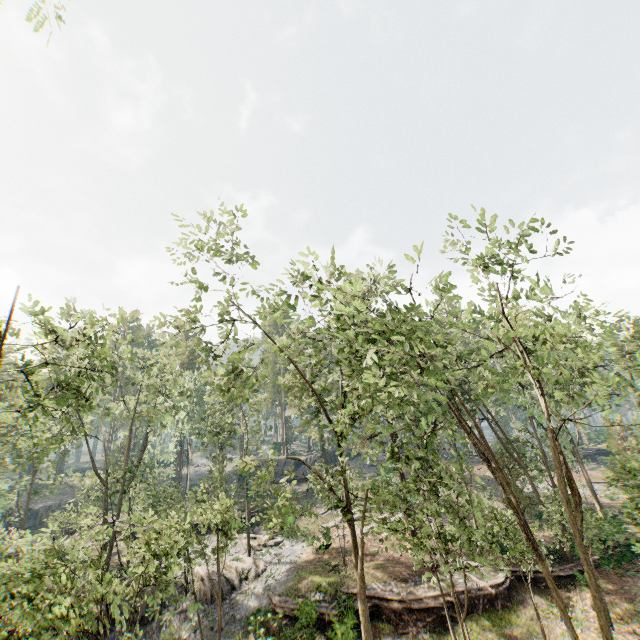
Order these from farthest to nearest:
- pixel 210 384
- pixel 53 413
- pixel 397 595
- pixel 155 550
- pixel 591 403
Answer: pixel 591 403, pixel 397 595, pixel 210 384, pixel 53 413, pixel 155 550

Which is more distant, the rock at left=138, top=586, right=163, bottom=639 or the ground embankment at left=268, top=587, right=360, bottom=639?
the rock at left=138, top=586, right=163, bottom=639

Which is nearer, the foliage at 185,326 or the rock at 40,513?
the foliage at 185,326

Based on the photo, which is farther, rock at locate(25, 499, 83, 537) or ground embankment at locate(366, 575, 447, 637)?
rock at locate(25, 499, 83, 537)

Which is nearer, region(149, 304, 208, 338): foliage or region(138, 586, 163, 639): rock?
region(149, 304, 208, 338): foliage

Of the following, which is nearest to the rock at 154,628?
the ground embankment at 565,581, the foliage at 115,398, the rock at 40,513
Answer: the foliage at 115,398

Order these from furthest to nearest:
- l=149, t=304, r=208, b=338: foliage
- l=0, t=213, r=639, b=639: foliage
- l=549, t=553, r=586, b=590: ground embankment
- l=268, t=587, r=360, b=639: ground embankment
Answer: l=549, t=553, r=586, b=590: ground embankment, l=268, t=587, r=360, b=639: ground embankment, l=149, t=304, r=208, b=338: foliage, l=0, t=213, r=639, b=639: foliage

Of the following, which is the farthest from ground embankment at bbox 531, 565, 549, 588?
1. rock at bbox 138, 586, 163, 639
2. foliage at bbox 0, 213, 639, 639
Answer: rock at bbox 138, 586, 163, 639
